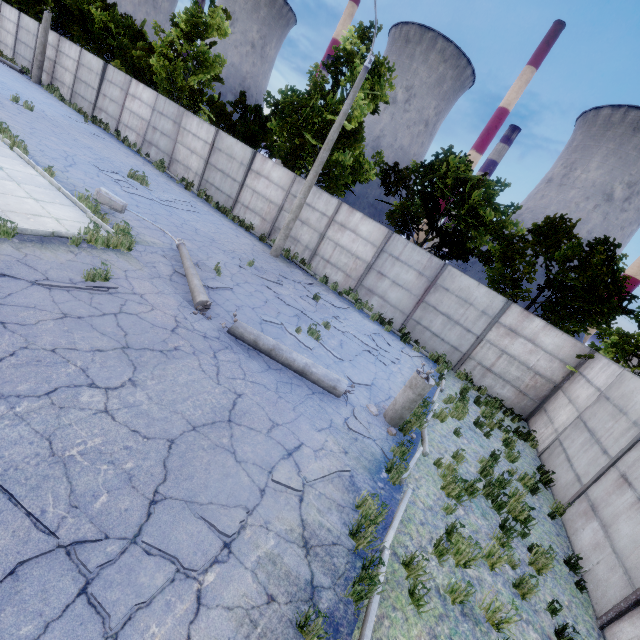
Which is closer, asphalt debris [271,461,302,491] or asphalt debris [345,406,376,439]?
asphalt debris [271,461,302,491]

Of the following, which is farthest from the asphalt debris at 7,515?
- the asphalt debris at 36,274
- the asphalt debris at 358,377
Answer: the asphalt debris at 358,377

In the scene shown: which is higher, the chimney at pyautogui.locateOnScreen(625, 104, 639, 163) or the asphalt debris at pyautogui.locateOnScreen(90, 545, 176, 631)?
the chimney at pyautogui.locateOnScreen(625, 104, 639, 163)

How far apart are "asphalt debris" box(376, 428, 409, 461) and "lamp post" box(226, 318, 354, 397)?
1.2m

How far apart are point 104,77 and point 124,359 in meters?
26.8

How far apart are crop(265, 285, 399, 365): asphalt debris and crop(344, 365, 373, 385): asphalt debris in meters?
1.2

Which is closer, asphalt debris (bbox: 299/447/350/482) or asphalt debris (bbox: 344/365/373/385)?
asphalt debris (bbox: 299/447/350/482)

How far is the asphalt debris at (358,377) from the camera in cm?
849
